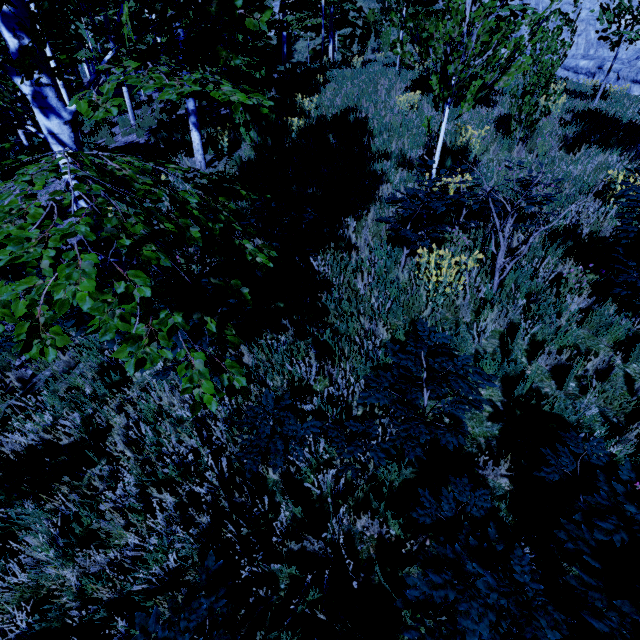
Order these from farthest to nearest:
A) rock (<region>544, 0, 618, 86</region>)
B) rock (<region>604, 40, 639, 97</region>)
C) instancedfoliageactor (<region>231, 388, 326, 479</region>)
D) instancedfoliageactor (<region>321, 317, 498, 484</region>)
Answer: rock (<region>544, 0, 618, 86</region>) < rock (<region>604, 40, 639, 97</region>) < instancedfoliageactor (<region>231, 388, 326, 479</region>) < instancedfoliageactor (<region>321, 317, 498, 484</region>)

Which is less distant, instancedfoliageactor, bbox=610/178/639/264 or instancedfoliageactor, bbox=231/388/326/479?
instancedfoliageactor, bbox=231/388/326/479

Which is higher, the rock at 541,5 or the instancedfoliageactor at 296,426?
the rock at 541,5

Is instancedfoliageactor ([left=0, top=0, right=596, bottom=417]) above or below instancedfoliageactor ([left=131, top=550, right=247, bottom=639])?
above

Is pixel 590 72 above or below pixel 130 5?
below

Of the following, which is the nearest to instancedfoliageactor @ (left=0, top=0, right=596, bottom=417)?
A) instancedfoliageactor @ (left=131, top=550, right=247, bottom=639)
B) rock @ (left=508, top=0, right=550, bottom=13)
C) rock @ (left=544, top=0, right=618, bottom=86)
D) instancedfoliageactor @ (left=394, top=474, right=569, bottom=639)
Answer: instancedfoliageactor @ (left=394, top=474, right=569, bottom=639)

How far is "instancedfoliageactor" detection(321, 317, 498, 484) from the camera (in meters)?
2.08

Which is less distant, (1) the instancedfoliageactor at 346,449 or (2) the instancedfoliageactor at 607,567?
(2) the instancedfoliageactor at 607,567
